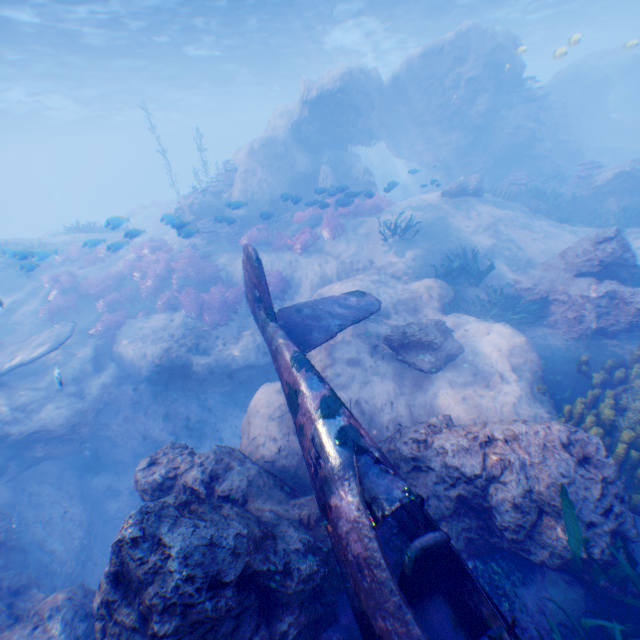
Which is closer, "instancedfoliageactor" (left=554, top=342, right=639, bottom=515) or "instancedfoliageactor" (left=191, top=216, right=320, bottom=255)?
"instancedfoliageactor" (left=554, top=342, right=639, bottom=515)

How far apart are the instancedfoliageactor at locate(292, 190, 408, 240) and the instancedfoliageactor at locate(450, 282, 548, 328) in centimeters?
721cm

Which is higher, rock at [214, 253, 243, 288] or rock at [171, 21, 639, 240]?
rock at [171, 21, 639, 240]

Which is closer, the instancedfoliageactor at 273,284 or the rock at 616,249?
the rock at 616,249

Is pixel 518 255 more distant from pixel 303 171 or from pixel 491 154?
pixel 303 171

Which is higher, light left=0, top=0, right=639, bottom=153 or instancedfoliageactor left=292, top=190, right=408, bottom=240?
light left=0, top=0, right=639, bottom=153

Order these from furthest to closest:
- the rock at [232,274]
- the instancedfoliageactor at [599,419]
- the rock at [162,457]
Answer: the rock at [232,274] < the instancedfoliageactor at [599,419] < the rock at [162,457]

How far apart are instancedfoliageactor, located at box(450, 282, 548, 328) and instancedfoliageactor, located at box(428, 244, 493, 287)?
1.1 meters
